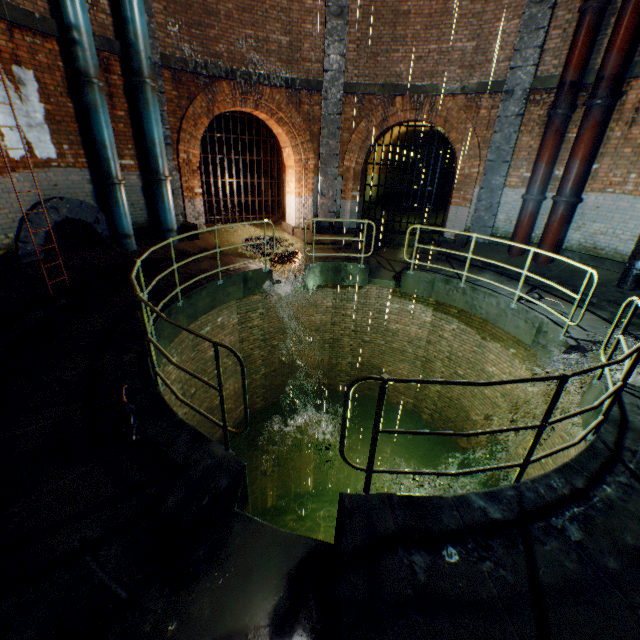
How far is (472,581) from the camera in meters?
2.3 m

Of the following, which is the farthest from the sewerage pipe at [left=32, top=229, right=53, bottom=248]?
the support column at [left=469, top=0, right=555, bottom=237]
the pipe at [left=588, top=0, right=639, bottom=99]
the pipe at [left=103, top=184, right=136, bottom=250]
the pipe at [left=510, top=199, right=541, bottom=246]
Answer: the pipe at [left=588, top=0, right=639, bottom=99]

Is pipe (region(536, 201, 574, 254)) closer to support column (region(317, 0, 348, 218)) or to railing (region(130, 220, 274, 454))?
railing (region(130, 220, 274, 454))

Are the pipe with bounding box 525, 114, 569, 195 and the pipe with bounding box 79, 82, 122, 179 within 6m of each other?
no

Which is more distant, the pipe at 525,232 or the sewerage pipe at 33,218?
the pipe at 525,232

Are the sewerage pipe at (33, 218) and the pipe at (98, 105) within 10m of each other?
yes

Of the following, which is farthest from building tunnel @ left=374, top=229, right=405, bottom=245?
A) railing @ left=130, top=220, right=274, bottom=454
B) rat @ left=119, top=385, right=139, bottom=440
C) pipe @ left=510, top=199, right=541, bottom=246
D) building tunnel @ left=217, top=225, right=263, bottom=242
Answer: rat @ left=119, top=385, right=139, bottom=440

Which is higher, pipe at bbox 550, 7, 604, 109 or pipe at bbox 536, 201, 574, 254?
pipe at bbox 550, 7, 604, 109
